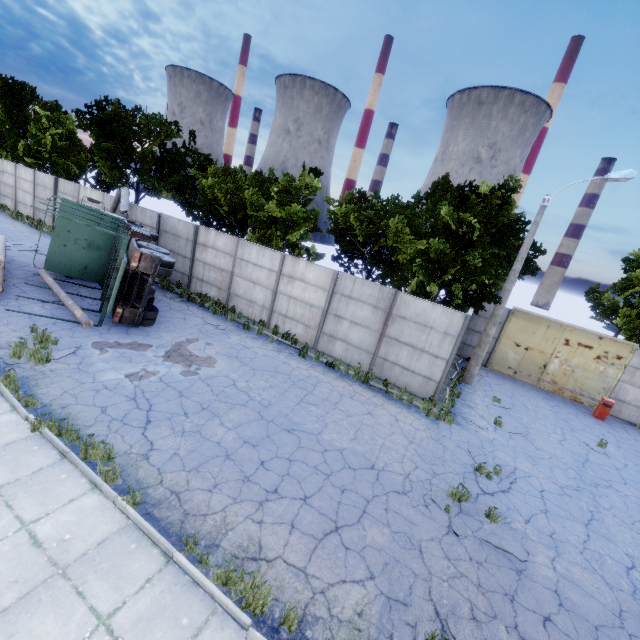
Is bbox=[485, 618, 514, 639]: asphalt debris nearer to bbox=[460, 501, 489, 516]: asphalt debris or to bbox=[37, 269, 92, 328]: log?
bbox=[460, 501, 489, 516]: asphalt debris

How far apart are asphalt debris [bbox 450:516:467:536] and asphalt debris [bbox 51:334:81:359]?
10.4m

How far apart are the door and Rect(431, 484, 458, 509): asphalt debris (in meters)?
13.02

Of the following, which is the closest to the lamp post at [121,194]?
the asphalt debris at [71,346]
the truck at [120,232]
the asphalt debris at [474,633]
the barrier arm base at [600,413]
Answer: the truck at [120,232]

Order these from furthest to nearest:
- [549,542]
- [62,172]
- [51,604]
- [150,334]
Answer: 1. [62,172]
2. [150,334]
3. [549,542]
4. [51,604]

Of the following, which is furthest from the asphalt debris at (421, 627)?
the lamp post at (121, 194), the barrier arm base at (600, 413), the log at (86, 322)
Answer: the lamp post at (121, 194)

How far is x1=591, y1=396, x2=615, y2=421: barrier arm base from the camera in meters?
15.5

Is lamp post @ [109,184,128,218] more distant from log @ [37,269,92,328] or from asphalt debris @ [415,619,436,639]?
asphalt debris @ [415,619,436,639]
